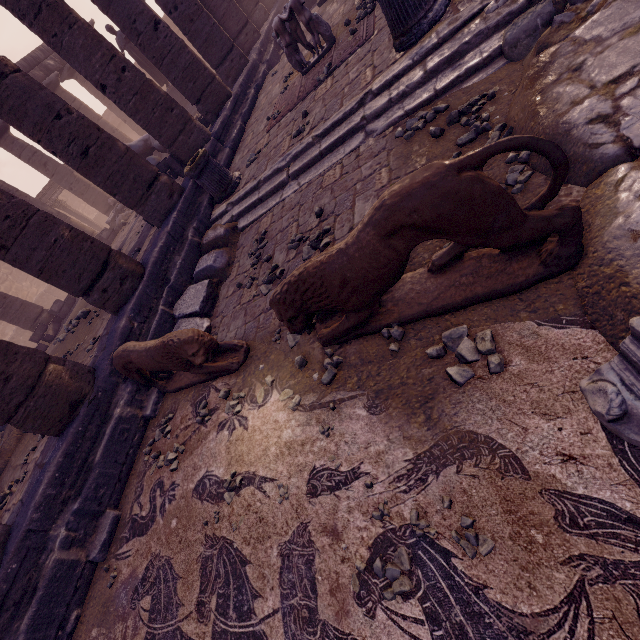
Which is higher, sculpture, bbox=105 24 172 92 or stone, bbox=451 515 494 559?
sculpture, bbox=105 24 172 92

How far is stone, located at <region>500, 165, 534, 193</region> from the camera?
2.5m

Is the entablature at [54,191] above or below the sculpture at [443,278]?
above

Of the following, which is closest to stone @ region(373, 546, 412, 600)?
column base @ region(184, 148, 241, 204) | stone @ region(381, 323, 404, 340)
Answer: stone @ region(381, 323, 404, 340)

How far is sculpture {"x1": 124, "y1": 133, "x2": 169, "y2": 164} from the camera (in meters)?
11.83

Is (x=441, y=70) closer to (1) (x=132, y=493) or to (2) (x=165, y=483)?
(2) (x=165, y=483)

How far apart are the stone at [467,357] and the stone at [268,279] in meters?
2.6 m

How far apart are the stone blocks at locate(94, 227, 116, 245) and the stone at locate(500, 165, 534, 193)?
15.5m
